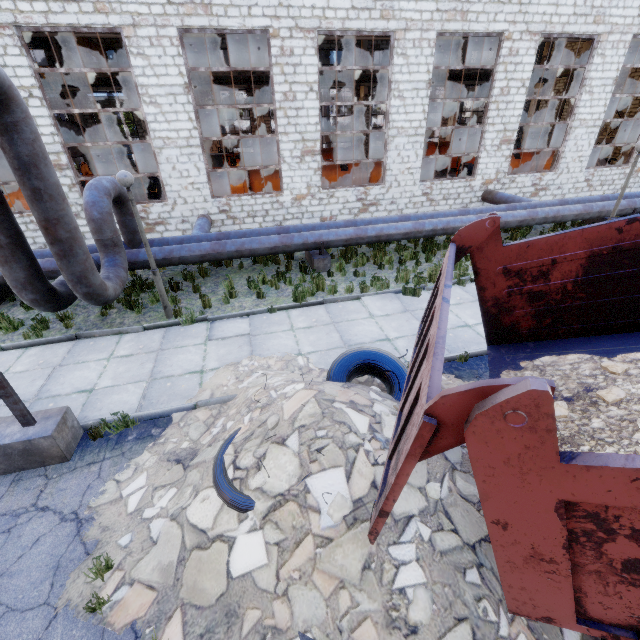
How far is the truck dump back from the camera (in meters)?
1.51

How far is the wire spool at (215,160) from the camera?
18.2m

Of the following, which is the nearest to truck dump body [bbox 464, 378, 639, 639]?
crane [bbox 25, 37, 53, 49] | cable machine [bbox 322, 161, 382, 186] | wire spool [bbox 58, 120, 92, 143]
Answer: cable machine [bbox 322, 161, 382, 186]

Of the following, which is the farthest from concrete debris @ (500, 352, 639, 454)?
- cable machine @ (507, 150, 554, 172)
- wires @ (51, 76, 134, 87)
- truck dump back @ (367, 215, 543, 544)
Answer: cable machine @ (507, 150, 554, 172)

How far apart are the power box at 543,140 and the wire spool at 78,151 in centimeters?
3671cm

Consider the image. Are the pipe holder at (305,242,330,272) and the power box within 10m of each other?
no

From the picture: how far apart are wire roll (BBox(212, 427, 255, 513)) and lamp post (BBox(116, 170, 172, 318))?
5.04m

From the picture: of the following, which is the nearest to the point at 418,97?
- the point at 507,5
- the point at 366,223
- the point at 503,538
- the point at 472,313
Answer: the point at 507,5
